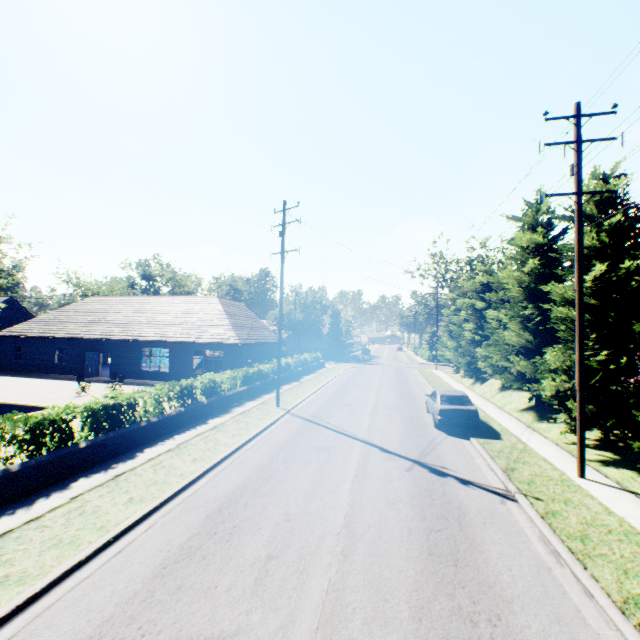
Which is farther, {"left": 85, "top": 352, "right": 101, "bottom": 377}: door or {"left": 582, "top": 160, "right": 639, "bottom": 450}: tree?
{"left": 85, "top": 352, "right": 101, "bottom": 377}: door

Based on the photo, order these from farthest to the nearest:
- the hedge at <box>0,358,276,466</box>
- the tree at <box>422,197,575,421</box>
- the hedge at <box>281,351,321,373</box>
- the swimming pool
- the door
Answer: the hedge at <box>281,351,321,373</box> → the door → the swimming pool → the tree at <box>422,197,575,421</box> → the hedge at <box>0,358,276,466</box>

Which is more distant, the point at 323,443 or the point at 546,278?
the point at 546,278

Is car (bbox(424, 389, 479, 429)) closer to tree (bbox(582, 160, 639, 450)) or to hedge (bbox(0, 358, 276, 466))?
tree (bbox(582, 160, 639, 450))

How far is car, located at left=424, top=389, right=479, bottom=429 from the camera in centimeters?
1426cm

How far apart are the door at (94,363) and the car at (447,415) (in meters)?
27.40

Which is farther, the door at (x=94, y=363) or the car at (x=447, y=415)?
the door at (x=94, y=363)

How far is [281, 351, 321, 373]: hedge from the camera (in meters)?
29.69
